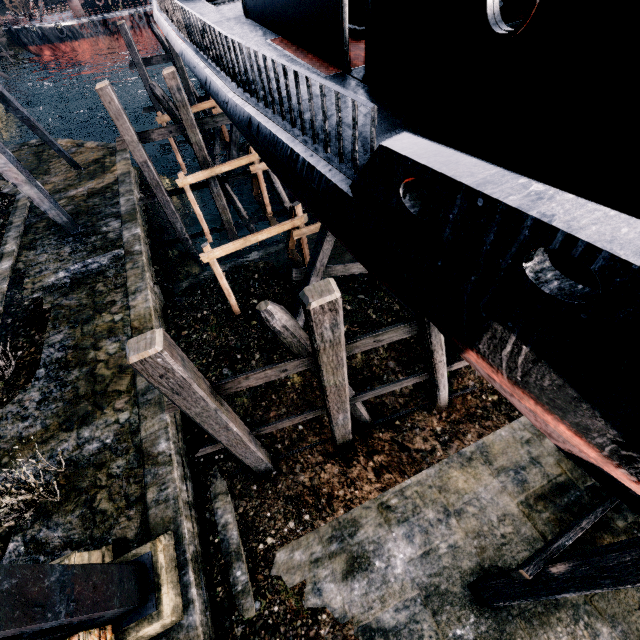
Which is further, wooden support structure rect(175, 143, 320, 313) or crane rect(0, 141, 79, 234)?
crane rect(0, 141, 79, 234)

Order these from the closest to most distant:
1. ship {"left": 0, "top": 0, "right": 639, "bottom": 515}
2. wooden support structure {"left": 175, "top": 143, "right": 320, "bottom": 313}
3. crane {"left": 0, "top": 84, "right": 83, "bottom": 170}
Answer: ship {"left": 0, "top": 0, "right": 639, "bottom": 515} → wooden support structure {"left": 175, "top": 143, "right": 320, "bottom": 313} → crane {"left": 0, "top": 84, "right": 83, "bottom": 170}

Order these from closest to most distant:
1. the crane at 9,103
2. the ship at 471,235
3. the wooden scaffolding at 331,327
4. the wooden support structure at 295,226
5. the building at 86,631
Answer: the ship at 471,235 < the building at 86,631 < the wooden scaffolding at 331,327 < the wooden support structure at 295,226 < the crane at 9,103

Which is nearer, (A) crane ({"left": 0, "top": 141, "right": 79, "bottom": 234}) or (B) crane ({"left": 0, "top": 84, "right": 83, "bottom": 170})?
(A) crane ({"left": 0, "top": 141, "right": 79, "bottom": 234})

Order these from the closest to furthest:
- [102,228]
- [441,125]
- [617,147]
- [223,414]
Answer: [617,147]
[441,125]
[223,414]
[102,228]

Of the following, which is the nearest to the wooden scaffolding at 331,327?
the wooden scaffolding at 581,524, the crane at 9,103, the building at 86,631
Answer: the building at 86,631

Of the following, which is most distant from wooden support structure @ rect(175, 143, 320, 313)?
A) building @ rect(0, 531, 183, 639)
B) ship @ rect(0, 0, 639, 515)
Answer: building @ rect(0, 531, 183, 639)

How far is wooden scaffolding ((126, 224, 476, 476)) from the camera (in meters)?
4.86
